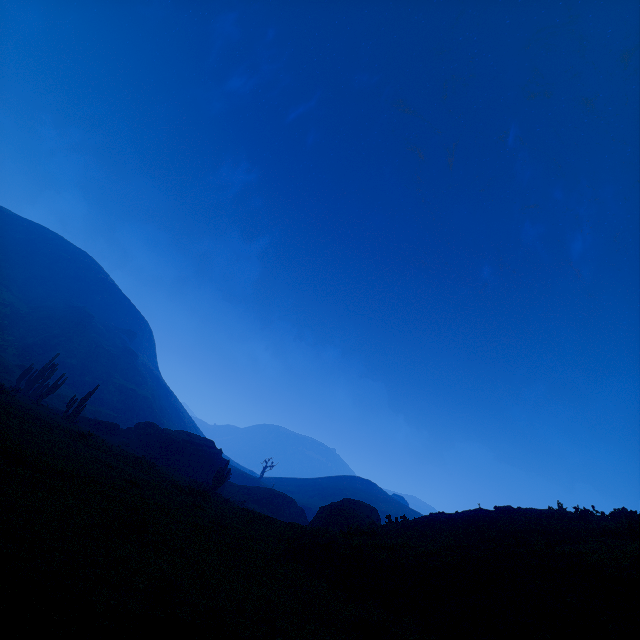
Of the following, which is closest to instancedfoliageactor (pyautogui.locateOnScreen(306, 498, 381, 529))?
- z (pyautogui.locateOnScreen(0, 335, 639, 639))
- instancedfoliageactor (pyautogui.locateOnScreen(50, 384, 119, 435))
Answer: z (pyautogui.locateOnScreen(0, 335, 639, 639))

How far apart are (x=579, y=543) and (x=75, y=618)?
12.04m

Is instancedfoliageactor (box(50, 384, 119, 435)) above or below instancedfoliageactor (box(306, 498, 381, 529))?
below

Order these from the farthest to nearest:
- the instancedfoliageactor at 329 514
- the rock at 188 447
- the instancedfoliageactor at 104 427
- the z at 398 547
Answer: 1. the rock at 188 447
2. the instancedfoliageactor at 104 427
3. the instancedfoliageactor at 329 514
4. the z at 398 547

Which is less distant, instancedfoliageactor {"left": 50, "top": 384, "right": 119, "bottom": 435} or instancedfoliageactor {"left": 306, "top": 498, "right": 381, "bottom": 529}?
instancedfoliageactor {"left": 306, "top": 498, "right": 381, "bottom": 529}

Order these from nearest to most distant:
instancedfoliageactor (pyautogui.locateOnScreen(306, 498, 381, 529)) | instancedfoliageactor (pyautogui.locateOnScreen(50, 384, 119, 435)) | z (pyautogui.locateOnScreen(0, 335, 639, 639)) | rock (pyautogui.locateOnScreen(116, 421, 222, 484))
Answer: z (pyautogui.locateOnScreen(0, 335, 639, 639)), instancedfoliageactor (pyautogui.locateOnScreen(306, 498, 381, 529)), instancedfoliageactor (pyautogui.locateOnScreen(50, 384, 119, 435)), rock (pyautogui.locateOnScreen(116, 421, 222, 484))

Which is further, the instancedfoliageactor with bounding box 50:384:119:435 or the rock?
the rock

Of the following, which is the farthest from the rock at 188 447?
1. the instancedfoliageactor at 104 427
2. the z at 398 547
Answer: the z at 398 547
